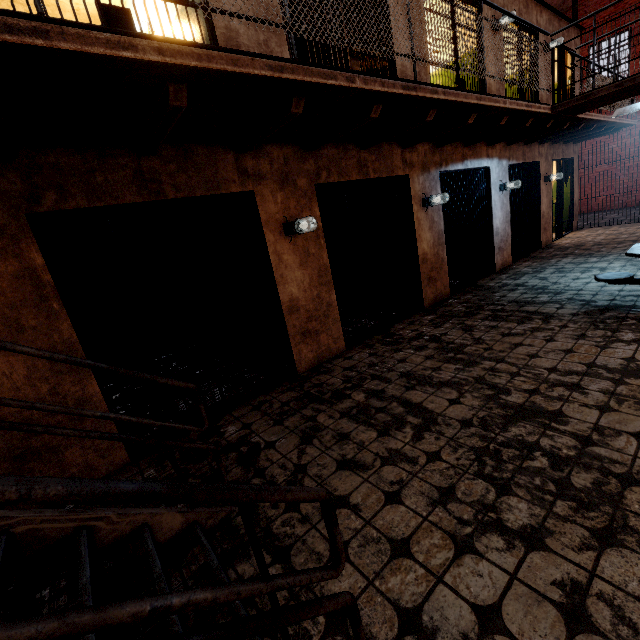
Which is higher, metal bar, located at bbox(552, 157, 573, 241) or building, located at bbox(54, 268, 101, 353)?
metal bar, located at bbox(552, 157, 573, 241)

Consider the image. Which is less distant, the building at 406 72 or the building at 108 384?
the building at 108 384

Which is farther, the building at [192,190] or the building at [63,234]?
the building at [63,234]

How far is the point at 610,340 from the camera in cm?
358

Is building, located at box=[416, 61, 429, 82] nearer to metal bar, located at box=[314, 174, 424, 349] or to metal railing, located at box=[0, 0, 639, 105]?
metal bar, located at box=[314, 174, 424, 349]

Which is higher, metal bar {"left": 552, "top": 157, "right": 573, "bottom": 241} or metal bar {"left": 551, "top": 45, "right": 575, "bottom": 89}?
metal bar {"left": 551, "top": 45, "right": 575, "bottom": 89}

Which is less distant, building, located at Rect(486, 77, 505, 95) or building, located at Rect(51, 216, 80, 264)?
building, located at Rect(51, 216, 80, 264)

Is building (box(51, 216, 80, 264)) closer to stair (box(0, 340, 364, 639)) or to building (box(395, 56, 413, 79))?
building (box(395, 56, 413, 79))
